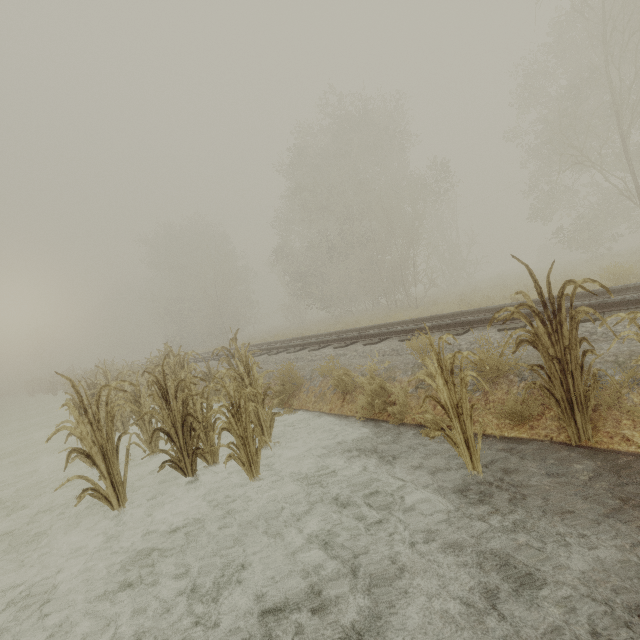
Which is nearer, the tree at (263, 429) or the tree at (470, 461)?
the tree at (470, 461)

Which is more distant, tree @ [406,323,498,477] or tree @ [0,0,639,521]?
tree @ [0,0,639,521]

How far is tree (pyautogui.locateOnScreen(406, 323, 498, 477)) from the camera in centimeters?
286cm

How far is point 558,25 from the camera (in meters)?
17.77

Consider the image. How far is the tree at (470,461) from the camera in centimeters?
286cm
